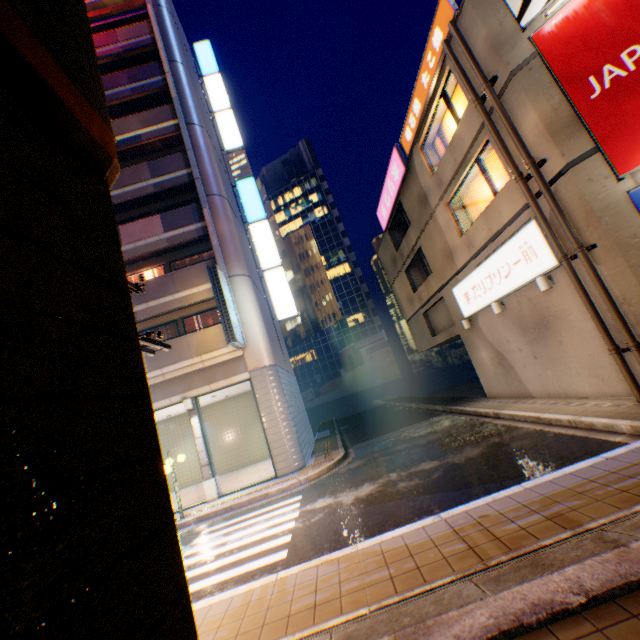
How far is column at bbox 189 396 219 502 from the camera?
12.9m

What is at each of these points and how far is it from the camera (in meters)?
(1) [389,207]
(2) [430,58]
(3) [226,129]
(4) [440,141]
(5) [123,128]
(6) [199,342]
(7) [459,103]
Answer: (1) sign, 19.19
(2) sign, 11.23
(3) sign, 22.77
(4) window glass, 13.46
(5) balcony, 16.84
(6) balcony, 14.09
(7) window glass, 11.60

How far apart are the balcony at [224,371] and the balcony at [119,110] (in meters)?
15.91

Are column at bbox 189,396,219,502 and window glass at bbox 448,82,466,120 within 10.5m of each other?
no

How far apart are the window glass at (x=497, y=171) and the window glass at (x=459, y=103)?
1.5m

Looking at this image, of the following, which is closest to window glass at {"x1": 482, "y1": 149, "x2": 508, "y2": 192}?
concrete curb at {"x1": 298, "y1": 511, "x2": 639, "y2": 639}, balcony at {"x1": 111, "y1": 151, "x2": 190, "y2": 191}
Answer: concrete curb at {"x1": 298, "y1": 511, "x2": 639, "y2": 639}

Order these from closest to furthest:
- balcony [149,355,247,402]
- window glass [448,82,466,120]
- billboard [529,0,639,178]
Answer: billboard [529,0,639,178], window glass [448,82,466,120], balcony [149,355,247,402]

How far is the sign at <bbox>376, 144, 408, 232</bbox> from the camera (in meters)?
15.89
